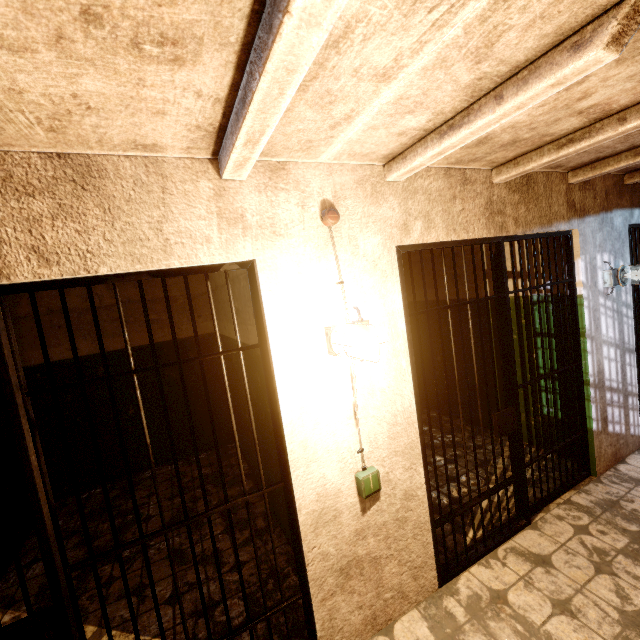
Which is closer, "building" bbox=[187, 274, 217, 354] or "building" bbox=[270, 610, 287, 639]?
"building" bbox=[270, 610, 287, 639]

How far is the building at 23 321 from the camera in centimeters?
399cm

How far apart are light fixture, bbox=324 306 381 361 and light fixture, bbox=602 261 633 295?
2.8 meters

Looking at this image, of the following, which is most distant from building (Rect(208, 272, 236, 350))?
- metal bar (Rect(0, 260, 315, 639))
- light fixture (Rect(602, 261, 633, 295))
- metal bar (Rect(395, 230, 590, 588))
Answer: light fixture (Rect(602, 261, 633, 295))

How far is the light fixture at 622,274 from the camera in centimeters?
304cm

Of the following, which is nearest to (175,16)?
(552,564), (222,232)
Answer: (222,232)

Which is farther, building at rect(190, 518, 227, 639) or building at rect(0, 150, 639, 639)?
building at rect(190, 518, 227, 639)

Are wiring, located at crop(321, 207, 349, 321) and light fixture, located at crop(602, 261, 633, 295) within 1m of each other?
no
